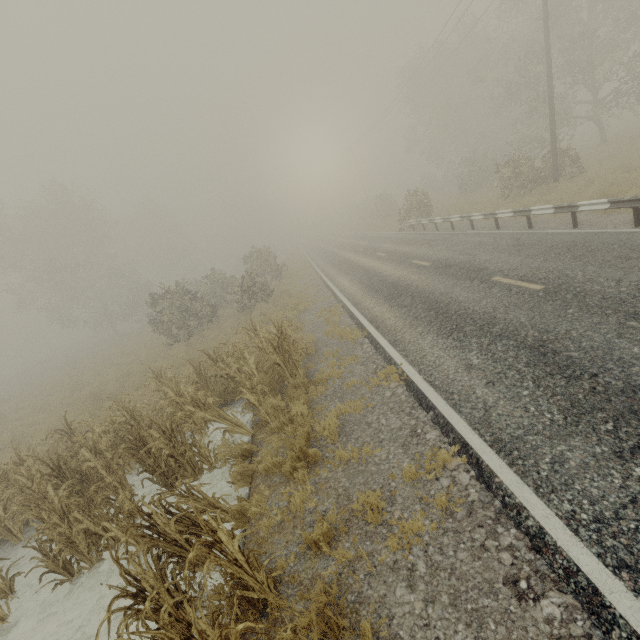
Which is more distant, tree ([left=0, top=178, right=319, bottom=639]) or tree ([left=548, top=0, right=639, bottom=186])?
tree ([left=548, top=0, right=639, bottom=186])

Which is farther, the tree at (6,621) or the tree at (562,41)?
the tree at (562,41)

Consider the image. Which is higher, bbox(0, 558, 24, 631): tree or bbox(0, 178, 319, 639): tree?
bbox(0, 178, 319, 639): tree

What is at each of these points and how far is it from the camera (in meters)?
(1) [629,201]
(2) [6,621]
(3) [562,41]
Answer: (1) guardrail, 8.63
(2) tree, 5.16
(3) tree, 19.67

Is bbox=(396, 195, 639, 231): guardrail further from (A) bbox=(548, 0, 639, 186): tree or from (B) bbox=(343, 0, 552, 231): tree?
(B) bbox=(343, 0, 552, 231): tree

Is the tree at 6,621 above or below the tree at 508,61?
below
